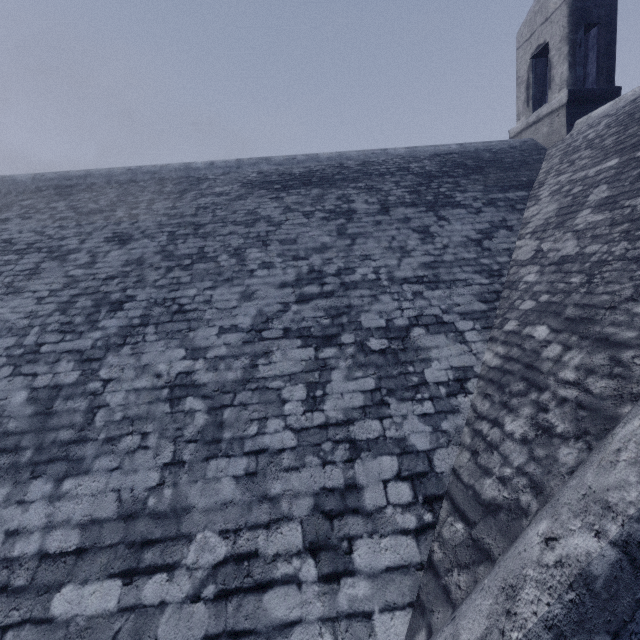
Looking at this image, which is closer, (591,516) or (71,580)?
(591,516)
